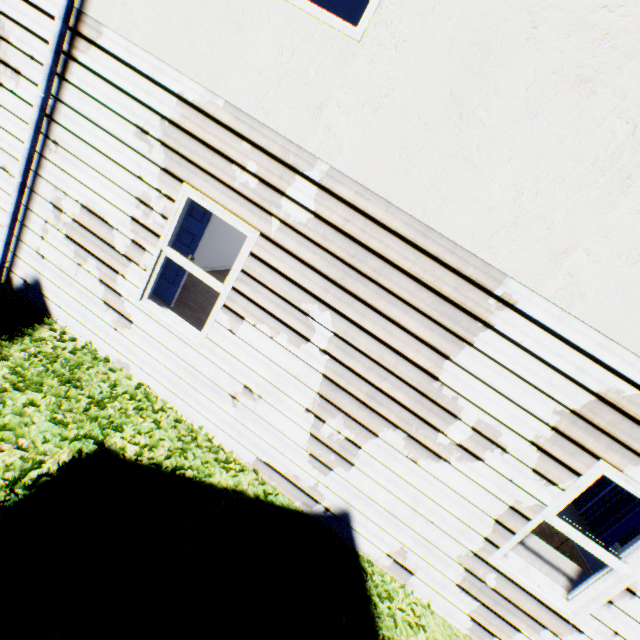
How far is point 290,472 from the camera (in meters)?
3.89

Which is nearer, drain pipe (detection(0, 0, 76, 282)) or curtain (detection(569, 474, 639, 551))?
drain pipe (detection(0, 0, 76, 282))

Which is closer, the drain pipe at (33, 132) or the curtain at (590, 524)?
the drain pipe at (33, 132)
